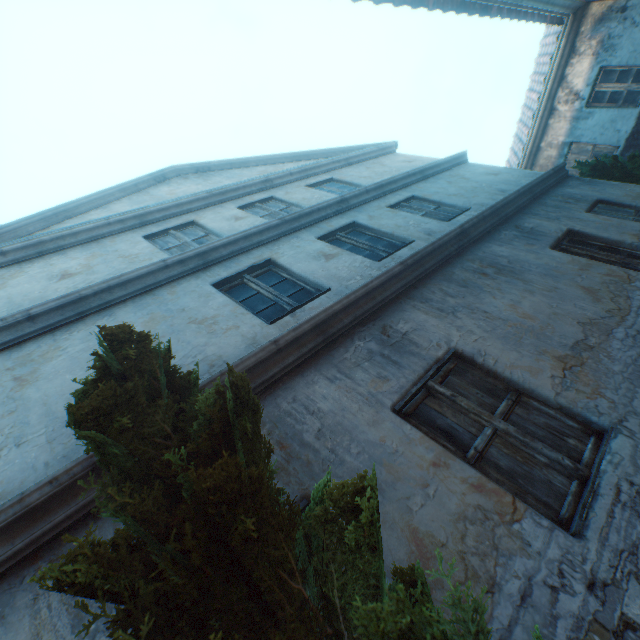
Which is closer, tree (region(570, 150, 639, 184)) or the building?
the building

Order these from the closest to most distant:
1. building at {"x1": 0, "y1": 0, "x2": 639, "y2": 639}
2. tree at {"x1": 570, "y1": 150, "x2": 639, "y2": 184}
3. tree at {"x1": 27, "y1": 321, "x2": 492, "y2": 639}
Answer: tree at {"x1": 27, "y1": 321, "x2": 492, "y2": 639}, building at {"x1": 0, "y1": 0, "x2": 639, "y2": 639}, tree at {"x1": 570, "y1": 150, "x2": 639, "y2": 184}

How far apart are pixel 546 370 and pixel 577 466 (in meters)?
0.90

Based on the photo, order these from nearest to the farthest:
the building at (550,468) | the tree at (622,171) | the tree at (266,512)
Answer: the tree at (266,512) < the building at (550,468) < the tree at (622,171)

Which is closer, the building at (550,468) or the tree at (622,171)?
the building at (550,468)

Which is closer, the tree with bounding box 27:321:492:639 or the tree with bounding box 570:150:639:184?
the tree with bounding box 27:321:492:639
